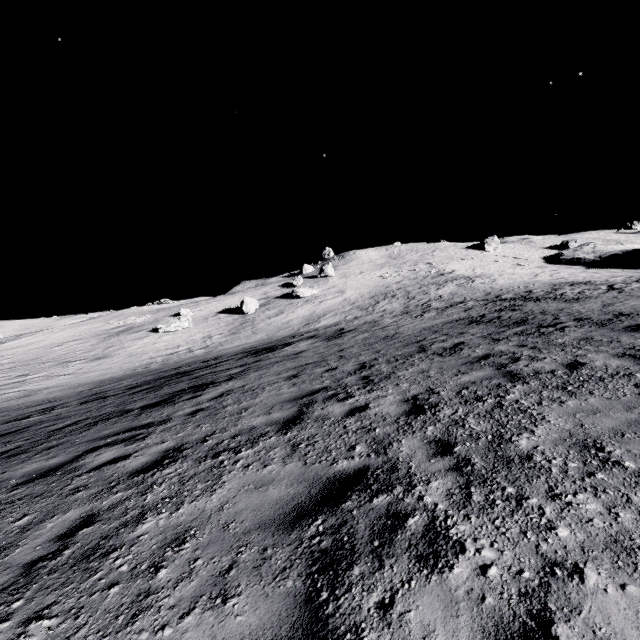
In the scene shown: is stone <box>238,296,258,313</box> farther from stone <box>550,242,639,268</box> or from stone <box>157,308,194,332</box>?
stone <box>550,242,639,268</box>

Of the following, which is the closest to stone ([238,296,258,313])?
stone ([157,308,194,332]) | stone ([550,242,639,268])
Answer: stone ([157,308,194,332])

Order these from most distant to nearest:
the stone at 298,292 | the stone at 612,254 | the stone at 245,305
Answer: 1. the stone at 612,254
2. the stone at 298,292
3. the stone at 245,305

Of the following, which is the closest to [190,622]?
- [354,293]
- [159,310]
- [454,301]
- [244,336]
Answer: [454,301]

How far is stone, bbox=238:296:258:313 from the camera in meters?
40.2

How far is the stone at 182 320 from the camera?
36.56m

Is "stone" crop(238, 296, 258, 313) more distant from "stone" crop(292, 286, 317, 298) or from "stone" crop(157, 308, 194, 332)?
"stone" crop(157, 308, 194, 332)

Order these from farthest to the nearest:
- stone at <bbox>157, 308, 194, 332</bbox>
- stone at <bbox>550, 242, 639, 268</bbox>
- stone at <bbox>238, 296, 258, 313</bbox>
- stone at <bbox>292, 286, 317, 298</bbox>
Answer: stone at <bbox>550, 242, 639, 268</bbox>
stone at <bbox>292, 286, 317, 298</bbox>
stone at <bbox>238, 296, 258, 313</bbox>
stone at <bbox>157, 308, 194, 332</bbox>
